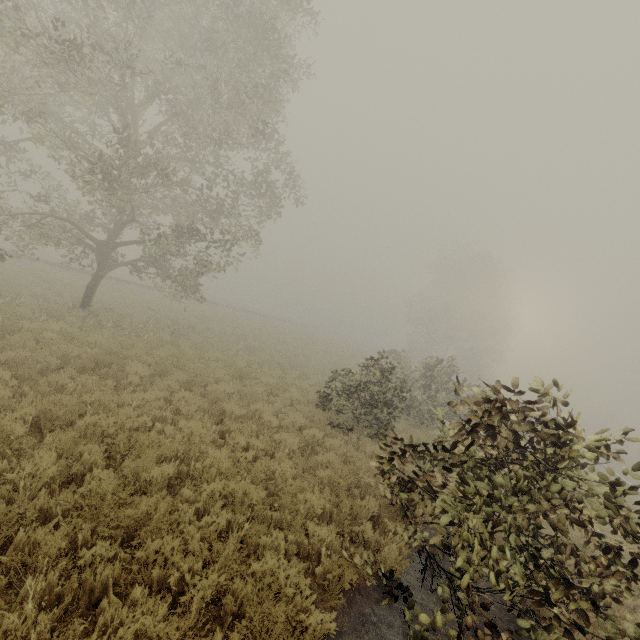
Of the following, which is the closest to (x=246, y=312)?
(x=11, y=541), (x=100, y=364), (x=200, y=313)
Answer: (x=200, y=313)
